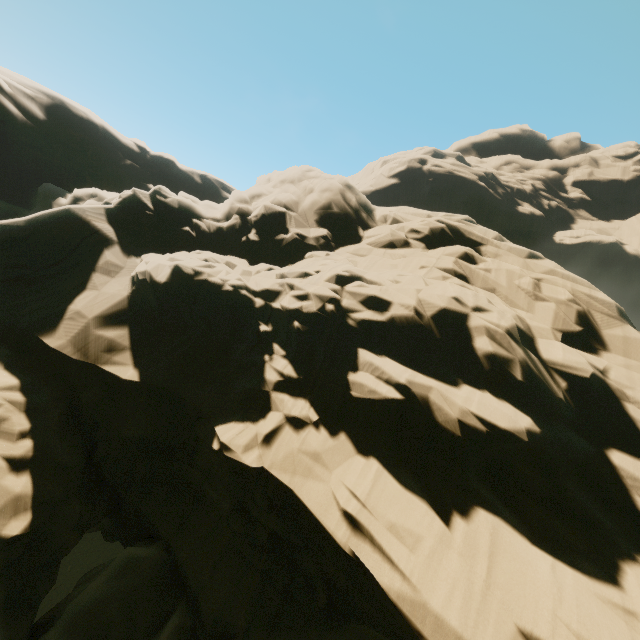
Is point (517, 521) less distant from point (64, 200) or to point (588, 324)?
point (588, 324)
